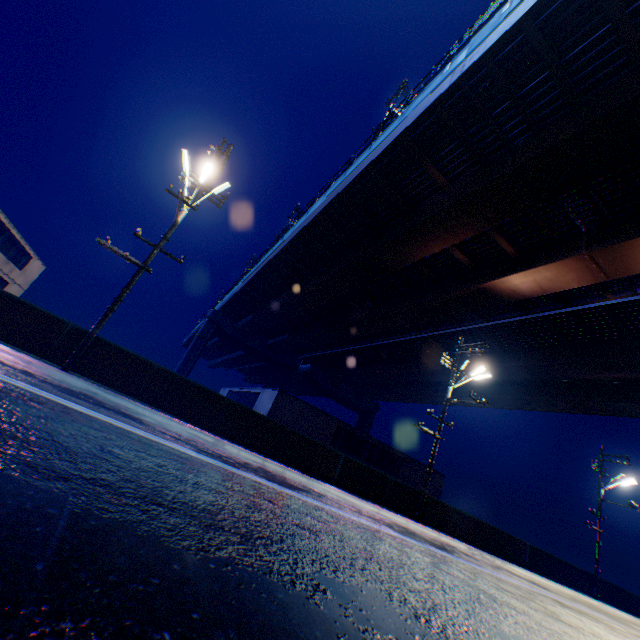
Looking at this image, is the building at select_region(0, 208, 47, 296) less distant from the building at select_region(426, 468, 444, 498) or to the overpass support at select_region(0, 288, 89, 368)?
the building at select_region(426, 468, 444, 498)

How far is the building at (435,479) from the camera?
29.2 meters

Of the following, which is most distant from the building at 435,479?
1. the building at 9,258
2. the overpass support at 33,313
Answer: the overpass support at 33,313

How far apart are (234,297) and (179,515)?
39.34m

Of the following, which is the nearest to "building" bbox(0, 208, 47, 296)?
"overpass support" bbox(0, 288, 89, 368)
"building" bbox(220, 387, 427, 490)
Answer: "building" bbox(220, 387, 427, 490)

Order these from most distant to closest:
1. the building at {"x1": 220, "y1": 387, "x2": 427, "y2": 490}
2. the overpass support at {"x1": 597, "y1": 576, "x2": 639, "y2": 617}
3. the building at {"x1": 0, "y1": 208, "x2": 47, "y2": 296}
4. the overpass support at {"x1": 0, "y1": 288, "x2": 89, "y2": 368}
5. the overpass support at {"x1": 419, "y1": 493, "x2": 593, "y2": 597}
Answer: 1. the building at {"x1": 0, "y1": 208, "x2": 47, "y2": 296}
2. the building at {"x1": 220, "y1": 387, "x2": 427, "y2": 490}
3. the overpass support at {"x1": 597, "y1": 576, "x2": 639, "y2": 617}
4. the overpass support at {"x1": 419, "y1": 493, "x2": 593, "y2": 597}
5. the overpass support at {"x1": 0, "y1": 288, "x2": 89, "y2": 368}

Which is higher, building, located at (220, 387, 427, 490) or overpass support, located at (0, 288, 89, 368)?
building, located at (220, 387, 427, 490)

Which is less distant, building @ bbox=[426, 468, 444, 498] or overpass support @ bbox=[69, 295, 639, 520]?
overpass support @ bbox=[69, 295, 639, 520]
